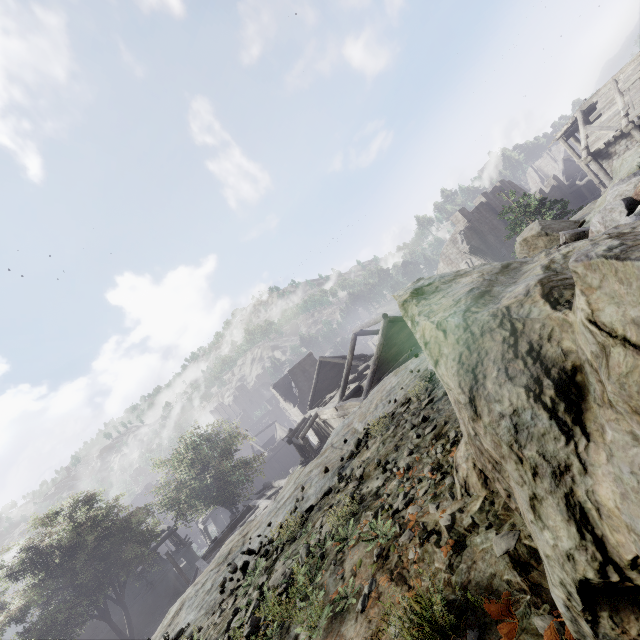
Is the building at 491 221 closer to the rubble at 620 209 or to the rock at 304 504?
the rock at 304 504

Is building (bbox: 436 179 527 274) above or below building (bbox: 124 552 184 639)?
above

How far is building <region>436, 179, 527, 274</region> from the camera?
34.0m

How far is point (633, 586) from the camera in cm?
97

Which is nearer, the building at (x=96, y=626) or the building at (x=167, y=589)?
the building at (x=96, y=626)

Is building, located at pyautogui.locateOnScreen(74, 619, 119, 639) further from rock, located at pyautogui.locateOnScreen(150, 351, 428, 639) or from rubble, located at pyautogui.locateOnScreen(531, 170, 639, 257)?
rubble, located at pyautogui.locateOnScreen(531, 170, 639, 257)

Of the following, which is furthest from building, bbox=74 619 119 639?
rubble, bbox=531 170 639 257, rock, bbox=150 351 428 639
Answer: rubble, bbox=531 170 639 257
